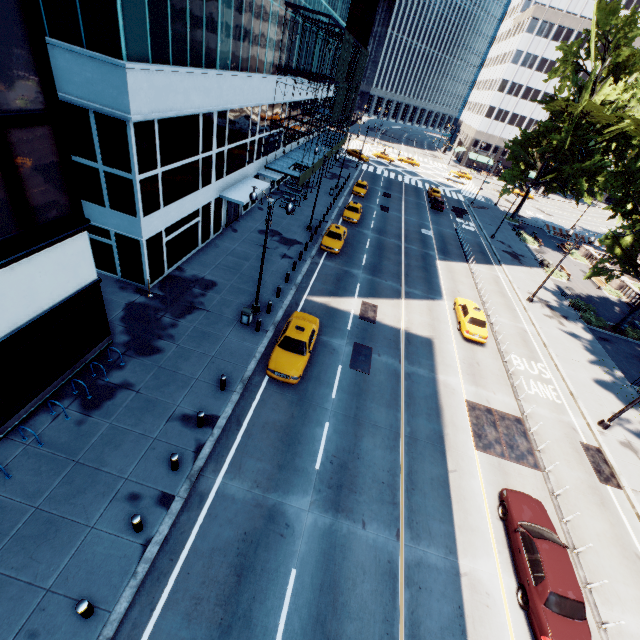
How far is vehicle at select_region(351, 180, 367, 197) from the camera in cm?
4369

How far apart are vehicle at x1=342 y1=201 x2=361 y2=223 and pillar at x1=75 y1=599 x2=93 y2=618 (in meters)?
33.73

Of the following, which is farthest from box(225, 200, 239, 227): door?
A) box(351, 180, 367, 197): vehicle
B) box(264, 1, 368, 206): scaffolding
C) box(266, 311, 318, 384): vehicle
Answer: box(351, 180, 367, 197): vehicle

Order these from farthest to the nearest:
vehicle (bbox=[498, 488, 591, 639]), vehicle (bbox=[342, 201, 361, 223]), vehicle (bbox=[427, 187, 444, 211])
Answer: vehicle (bbox=[427, 187, 444, 211]), vehicle (bbox=[342, 201, 361, 223]), vehicle (bbox=[498, 488, 591, 639])

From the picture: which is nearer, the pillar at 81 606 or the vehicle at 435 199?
the pillar at 81 606

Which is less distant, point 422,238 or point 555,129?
point 422,238

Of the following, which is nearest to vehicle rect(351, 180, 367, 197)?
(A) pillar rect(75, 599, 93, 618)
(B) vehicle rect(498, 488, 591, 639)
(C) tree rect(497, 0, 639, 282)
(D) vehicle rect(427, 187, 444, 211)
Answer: (D) vehicle rect(427, 187, 444, 211)

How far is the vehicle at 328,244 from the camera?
28.5 meters
